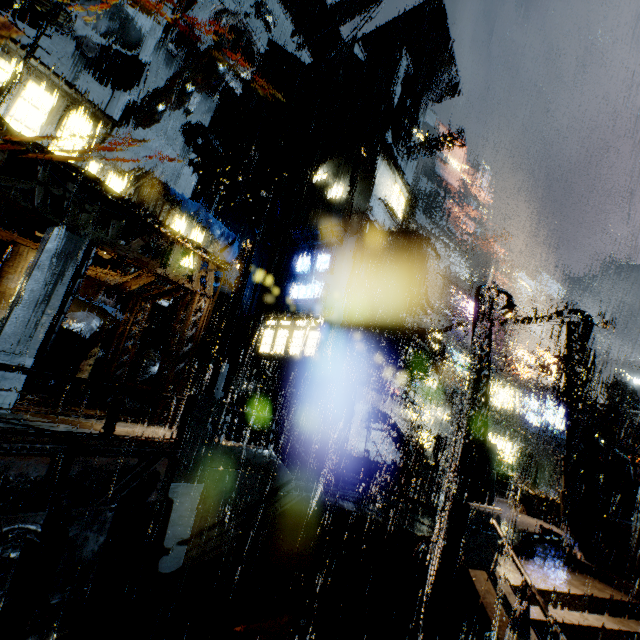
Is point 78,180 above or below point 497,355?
below

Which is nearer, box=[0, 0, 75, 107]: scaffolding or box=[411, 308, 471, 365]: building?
box=[0, 0, 75, 107]: scaffolding

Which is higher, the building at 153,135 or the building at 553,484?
the building at 153,135

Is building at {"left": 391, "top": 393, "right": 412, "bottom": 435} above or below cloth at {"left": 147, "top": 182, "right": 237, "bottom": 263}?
below

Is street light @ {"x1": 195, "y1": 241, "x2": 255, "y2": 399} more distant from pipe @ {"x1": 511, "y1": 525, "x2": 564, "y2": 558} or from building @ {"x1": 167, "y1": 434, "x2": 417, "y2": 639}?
pipe @ {"x1": 511, "y1": 525, "x2": 564, "y2": 558}

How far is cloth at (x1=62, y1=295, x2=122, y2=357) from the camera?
15.6m

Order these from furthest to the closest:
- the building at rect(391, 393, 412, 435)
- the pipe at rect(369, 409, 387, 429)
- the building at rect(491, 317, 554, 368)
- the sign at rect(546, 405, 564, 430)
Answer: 1. the sign at rect(546, 405, 564, 430)
2. the building at rect(391, 393, 412, 435)
3. the pipe at rect(369, 409, 387, 429)
4. the building at rect(491, 317, 554, 368)

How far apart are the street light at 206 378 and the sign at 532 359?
37.4m
